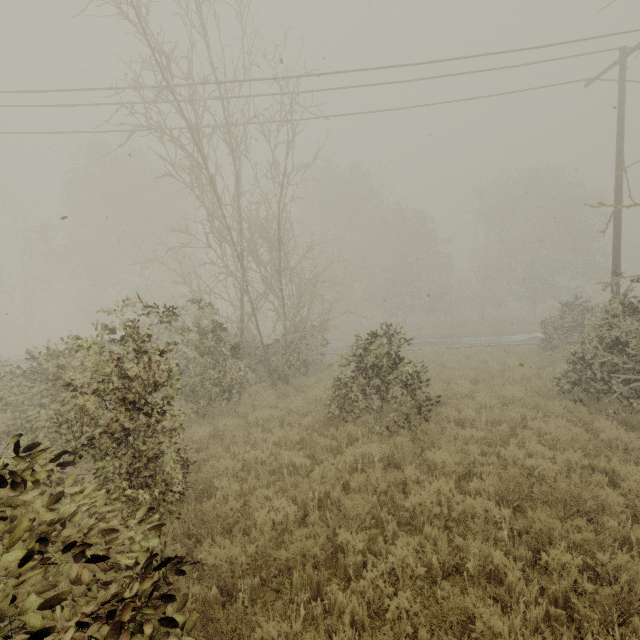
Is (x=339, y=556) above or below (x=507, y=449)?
below
